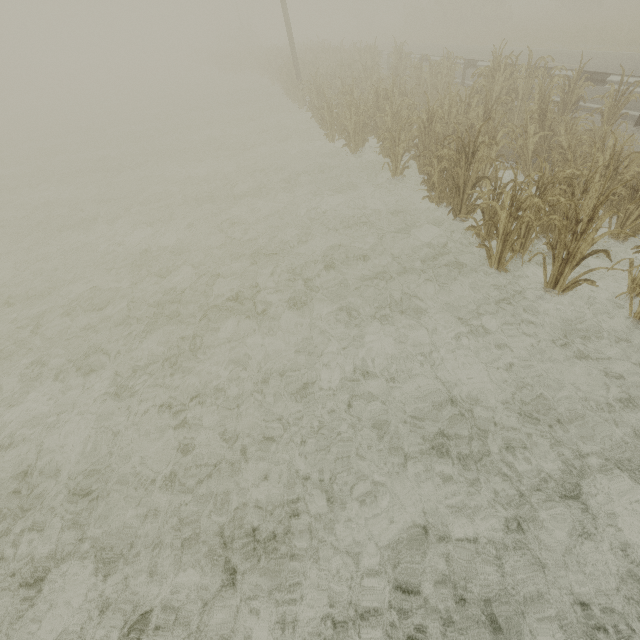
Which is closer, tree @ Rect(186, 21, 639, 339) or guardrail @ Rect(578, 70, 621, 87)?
tree @ Rect(186, 21, 639, 339)

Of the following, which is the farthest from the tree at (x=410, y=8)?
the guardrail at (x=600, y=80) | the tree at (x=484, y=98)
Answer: the tree at (x=484, y=98)

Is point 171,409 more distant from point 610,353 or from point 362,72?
point 362,72

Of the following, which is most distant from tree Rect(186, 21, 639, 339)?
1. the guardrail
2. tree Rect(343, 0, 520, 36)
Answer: tree Rect(343, 0, 520, 36)

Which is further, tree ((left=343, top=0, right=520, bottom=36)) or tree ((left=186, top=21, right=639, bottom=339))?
tree ((left=343, top=0, right=520, bottom=36))

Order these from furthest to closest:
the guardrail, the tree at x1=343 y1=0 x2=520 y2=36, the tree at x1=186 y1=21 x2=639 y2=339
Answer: the tree at x1=343 y1=0 x2=520 y2=36 < the guardrail < the tree at x1=186 y1=21 x2=639 y2=339

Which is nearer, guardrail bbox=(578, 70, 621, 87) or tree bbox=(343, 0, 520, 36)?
guardrail bbox=(578, 70, 621, 87)

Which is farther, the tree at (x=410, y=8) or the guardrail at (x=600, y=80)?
the tree at (x=410, y=8)
